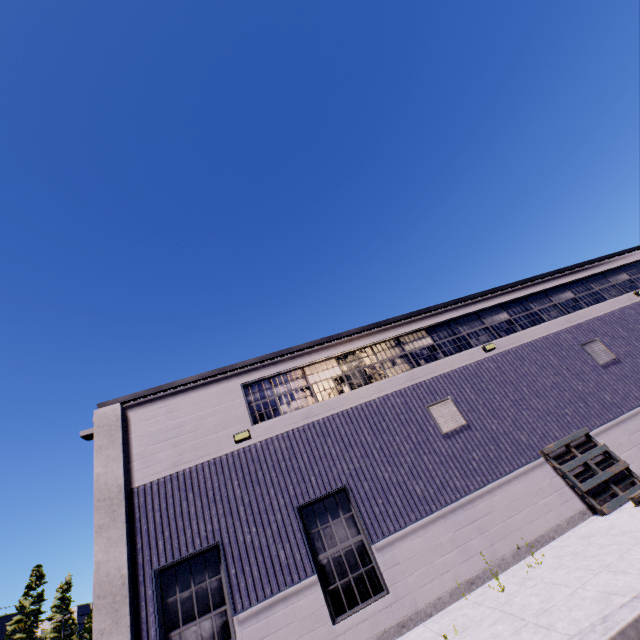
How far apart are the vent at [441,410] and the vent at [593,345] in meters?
6.2 m

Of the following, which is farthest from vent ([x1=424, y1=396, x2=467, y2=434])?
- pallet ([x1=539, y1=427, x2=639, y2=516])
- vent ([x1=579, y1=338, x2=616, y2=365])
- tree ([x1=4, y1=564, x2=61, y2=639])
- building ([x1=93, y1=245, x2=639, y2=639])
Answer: tree ([x1=4, y1=564, x2=61, y2=639])

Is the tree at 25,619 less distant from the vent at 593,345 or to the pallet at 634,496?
the pallet at 634,496

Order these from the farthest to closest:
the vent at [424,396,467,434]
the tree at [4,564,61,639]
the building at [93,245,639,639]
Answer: the tree at [4,564,61,639], the vent at [424,396,467,434], the building at [93,245,639,639]

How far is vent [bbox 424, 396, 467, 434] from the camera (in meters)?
10.16

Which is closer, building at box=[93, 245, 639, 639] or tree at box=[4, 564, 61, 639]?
building at box=[93, 245, 639, 639]

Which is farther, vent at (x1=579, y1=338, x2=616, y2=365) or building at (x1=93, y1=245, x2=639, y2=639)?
vent at (x1=579, y1=338, x2=616, y2=365)

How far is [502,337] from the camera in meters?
12.6 m
